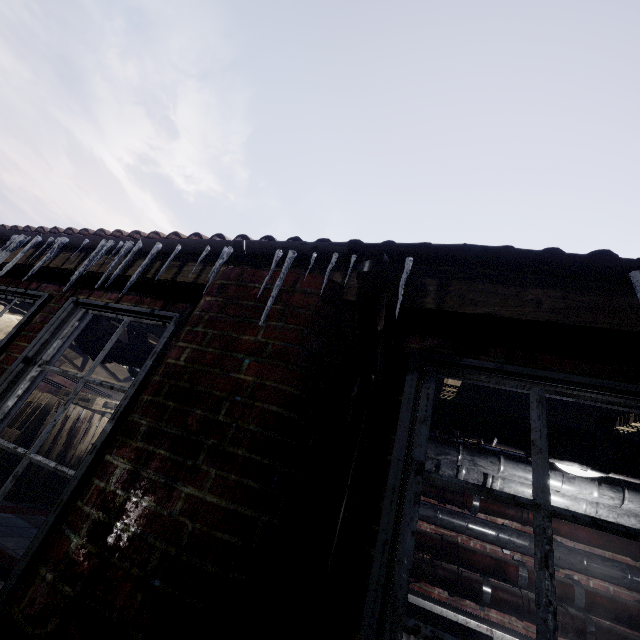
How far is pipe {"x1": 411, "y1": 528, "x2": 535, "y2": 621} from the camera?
3.0m

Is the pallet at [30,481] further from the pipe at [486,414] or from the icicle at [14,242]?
the icicle at [14,242]

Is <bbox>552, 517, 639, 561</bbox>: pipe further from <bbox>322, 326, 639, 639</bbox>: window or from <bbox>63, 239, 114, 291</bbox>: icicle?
<bbox>63, 239, 114, 291</bbox>: icicle

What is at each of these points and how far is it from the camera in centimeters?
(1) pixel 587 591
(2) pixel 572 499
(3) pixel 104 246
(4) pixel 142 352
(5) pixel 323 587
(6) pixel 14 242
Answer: (1) pipe, 293cm
(2) pipe, 229cm
(3) icicle, 165cm
(4) pipe, 254cm
(5) pipe, 89cm
(6) icicle, 188cm

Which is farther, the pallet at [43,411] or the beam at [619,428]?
the pallet at [43,411]

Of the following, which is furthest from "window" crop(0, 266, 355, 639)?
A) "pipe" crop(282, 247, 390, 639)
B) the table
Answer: the table

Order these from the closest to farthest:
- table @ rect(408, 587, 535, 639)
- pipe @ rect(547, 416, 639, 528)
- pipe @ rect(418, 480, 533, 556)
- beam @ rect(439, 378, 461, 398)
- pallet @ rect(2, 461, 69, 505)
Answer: pipe @ rect(547, 416, 639, 528), beam @ rect(439, 378, 461, 398), table @ rect(408, 587, 535, 639), pipe @ rect(418, 480, 533, 556), pallet @ rect(2, 461, 69, 505)

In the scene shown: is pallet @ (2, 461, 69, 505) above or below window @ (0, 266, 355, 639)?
below
